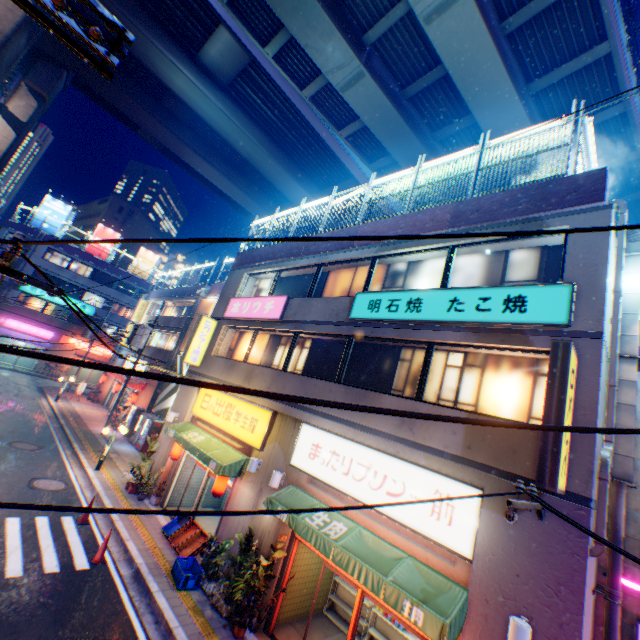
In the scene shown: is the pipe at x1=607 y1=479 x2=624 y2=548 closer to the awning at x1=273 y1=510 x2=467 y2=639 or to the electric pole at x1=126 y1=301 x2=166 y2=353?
the awning at x1=273 y1=510 x2=467 y2=639

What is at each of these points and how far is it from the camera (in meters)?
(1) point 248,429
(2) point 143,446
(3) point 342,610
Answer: (1) sign, 11.88
(2) vending machine, 20.55
(3) metal shelf, 10.20

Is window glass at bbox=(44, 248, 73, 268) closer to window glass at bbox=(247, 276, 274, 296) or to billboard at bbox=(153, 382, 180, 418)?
billboard at bbox=(153, 382, 180, 418)

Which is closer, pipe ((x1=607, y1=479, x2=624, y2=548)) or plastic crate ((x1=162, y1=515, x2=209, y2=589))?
pipe ((x1=607, y1=479, x2=624, y2=548))

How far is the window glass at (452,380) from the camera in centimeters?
700cm

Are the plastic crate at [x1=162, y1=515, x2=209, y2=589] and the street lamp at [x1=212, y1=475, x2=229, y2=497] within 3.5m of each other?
yes

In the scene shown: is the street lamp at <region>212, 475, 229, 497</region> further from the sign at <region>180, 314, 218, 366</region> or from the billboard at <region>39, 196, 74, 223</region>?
the billboard at <region>39, 196, 74, 223</region>

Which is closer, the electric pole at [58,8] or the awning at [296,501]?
the electric pole at [58,8]
